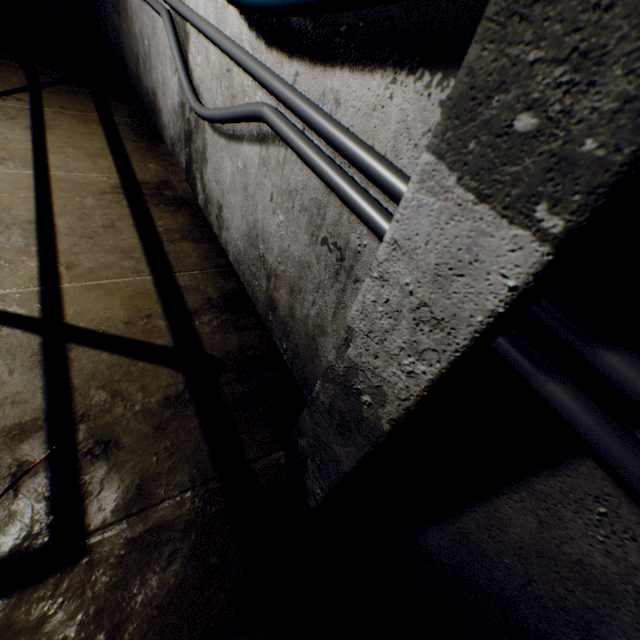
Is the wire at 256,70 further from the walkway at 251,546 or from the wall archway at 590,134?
the walkway at 251,546

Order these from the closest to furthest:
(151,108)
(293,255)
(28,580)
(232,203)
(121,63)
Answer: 1. (28,580)
2. (293,255)
3. (232,203)
4. (151,108)
5. (121,63)

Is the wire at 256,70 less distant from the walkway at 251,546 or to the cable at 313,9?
the cable at 313,9

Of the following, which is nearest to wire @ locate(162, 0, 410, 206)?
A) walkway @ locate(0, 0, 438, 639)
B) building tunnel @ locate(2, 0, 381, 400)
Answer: building tunnel @ locate(2, 0, 381, 400)

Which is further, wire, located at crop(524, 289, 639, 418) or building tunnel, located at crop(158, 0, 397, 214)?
building tunnel, located at crop(158, 0, 397, 214)

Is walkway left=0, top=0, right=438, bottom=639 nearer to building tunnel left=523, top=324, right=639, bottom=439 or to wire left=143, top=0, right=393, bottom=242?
building tunnel left=523, top=324, right=639, bottom=439

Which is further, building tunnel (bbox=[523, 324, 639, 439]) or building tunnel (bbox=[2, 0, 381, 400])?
building tunnel (bbox=[2, 0, 381, 400])
